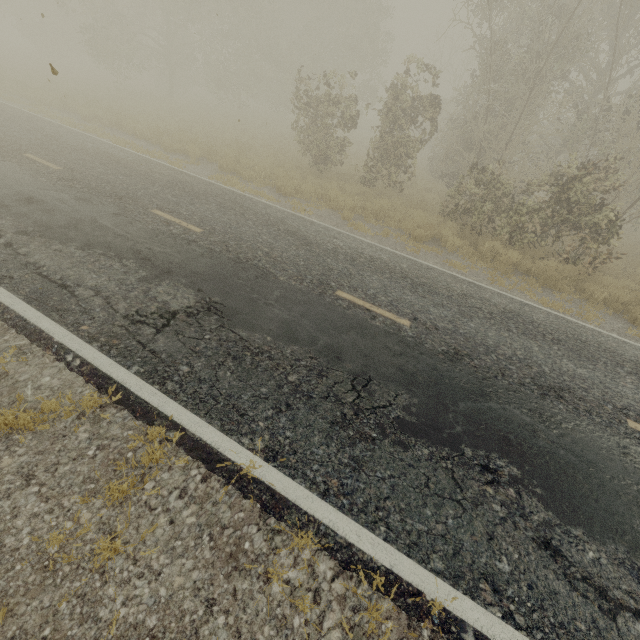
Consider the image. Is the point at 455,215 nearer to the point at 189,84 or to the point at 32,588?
the point at 32,588
